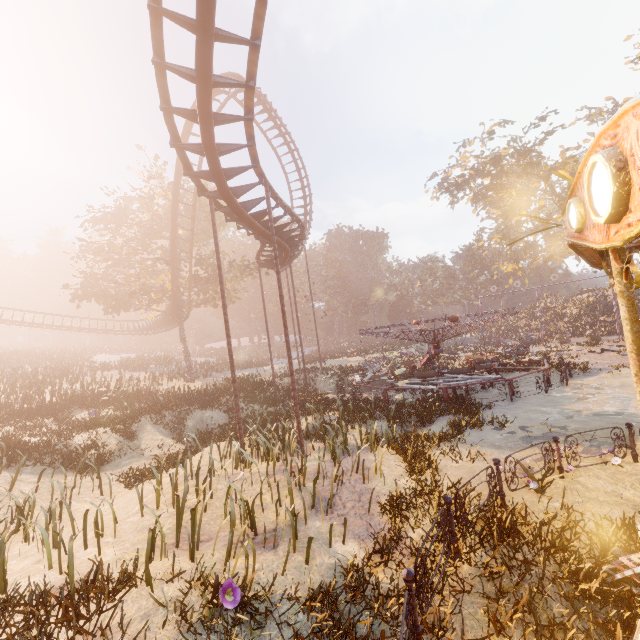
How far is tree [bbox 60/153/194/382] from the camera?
25.6 meters

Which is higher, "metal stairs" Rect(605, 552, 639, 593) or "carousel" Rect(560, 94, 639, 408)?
"carousel" Rect(560, 94, 639, 408)

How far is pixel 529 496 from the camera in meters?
7.3 m

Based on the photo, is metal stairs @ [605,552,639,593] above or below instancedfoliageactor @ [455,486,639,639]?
above

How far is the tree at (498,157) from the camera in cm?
3462

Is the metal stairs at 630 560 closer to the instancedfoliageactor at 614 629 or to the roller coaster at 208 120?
the instancedfoliageactor at 614 629

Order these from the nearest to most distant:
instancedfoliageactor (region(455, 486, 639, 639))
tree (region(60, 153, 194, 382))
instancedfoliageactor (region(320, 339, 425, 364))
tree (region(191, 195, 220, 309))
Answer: instancedfoliageactor (region(455, 486, 639, 639)) < tree (region(60, 153, 194, 382)) < tree (region(191, 195, 220, 309)) < instancedfoliageactor (region(320, 339, 425, 364))

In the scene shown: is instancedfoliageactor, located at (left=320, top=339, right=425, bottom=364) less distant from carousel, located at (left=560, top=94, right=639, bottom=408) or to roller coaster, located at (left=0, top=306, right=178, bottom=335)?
roller coaster, located at (left=0, top=306, right=178, bottom=335)
